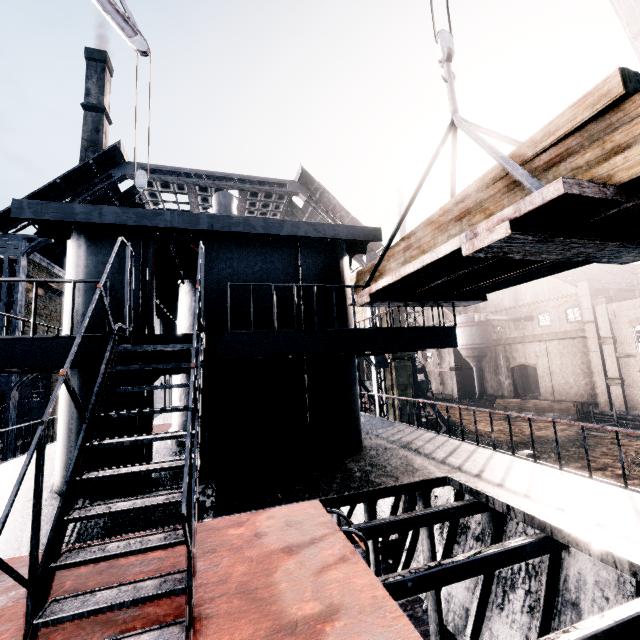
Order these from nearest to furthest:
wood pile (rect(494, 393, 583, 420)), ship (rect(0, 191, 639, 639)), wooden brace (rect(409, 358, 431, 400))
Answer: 1. ship (rect(0, 191, 639, 639))
2. wooden brace (rect(409, 358, 431, 400))
3. wood pile (rect(494, 393, 583, 420))

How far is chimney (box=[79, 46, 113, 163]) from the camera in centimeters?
5094cm

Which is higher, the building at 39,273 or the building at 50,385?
the building at 39,273

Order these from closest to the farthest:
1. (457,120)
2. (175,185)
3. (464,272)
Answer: (464,272)
(457,120)
(175,185)

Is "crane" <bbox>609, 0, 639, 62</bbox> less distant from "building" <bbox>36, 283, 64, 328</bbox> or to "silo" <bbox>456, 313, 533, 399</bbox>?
"building" <bbox>36, 283, 64, 328</bbox>

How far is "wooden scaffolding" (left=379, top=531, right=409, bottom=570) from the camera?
9.67m

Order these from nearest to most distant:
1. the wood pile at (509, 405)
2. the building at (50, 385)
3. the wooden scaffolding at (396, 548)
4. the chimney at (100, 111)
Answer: the wooden scaffolding at (396, 548) → the building at (50, 385) → the wood pile at (509, 405) → the chimney at (100, 111)

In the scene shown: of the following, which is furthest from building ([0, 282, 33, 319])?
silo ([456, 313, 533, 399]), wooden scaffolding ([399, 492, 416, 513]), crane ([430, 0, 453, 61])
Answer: crane ([430, 0, 453, 61])
